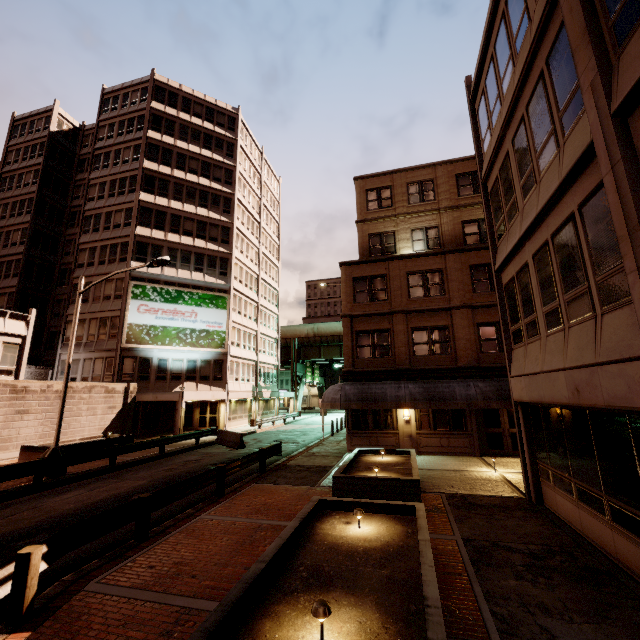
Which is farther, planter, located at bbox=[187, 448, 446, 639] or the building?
the building

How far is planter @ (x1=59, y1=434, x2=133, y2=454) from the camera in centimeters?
1728cm

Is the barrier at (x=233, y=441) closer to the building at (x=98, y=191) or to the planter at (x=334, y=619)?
the building at (x=98, y=191)

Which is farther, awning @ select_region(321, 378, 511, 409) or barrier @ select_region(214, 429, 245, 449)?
barrier @ select_region(214, 429, 245, 449)

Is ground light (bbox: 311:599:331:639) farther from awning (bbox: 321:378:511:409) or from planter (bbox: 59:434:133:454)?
planter (bbox: 59:434:133:454)

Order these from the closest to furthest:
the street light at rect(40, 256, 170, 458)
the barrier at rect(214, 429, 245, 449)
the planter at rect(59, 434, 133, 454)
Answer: the street light at rect(40, 256, 170, 458) → the planter at rect(59, 434, 133, 454) → the barrier at rect(214, 429, 245, 449)

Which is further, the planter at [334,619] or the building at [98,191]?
the building at [98,191]

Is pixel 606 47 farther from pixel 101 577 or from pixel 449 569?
pixel 101 577
